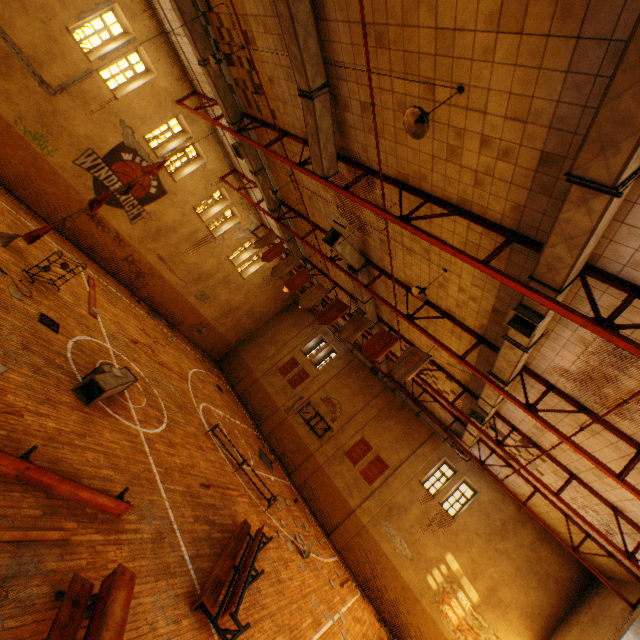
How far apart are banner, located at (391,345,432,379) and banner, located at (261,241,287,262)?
6.7m

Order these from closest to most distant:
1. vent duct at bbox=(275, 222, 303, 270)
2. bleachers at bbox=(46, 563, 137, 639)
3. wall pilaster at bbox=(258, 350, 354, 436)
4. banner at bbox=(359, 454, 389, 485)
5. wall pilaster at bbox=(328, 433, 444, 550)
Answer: bleachers at bbox=(46, 563, 137, 639) < vent duct at bbox=(275, 222, 303, 270) < wall pilaster at bbox=(328, 433, 444, 550) < banner at bbox=(359, 454, 389, 485) < wall pilaster at bbox=(258, 350, 354, 436)

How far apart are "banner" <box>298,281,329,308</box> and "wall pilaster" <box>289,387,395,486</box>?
11.9 meters

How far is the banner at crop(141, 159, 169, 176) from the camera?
11.37m

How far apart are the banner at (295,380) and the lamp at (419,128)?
19.81m

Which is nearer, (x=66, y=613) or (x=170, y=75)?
(x=66, y=613)

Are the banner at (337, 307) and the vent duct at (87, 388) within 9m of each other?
yes

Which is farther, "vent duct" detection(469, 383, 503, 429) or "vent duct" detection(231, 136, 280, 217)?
"vent duct" detection(231, 136, 280, 217)
